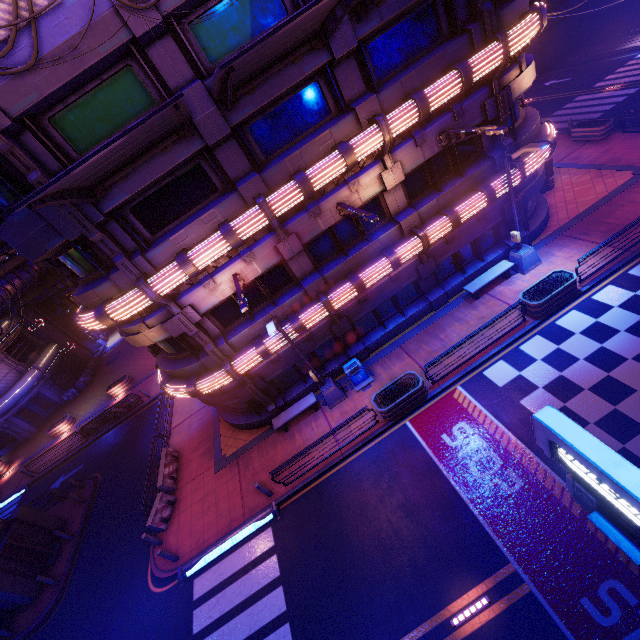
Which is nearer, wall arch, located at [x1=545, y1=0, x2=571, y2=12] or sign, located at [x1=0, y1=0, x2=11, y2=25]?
sign, located at [x1=0, y1=0, x2=11, y2=25]

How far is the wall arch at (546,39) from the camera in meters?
33.1 m

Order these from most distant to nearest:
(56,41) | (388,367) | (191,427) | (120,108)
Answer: (191,427), (388,367), (120,108), (56,41)

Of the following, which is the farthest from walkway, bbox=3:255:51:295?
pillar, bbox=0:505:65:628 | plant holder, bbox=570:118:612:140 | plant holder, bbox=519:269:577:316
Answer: plant holder, bbox=570:118:612:140

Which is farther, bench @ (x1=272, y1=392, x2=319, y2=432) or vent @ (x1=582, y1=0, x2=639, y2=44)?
vent @ (x1=582, y1=0, x2=639, y2=44)

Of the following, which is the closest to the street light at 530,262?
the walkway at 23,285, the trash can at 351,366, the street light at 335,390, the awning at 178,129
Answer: the trash can at 351,366

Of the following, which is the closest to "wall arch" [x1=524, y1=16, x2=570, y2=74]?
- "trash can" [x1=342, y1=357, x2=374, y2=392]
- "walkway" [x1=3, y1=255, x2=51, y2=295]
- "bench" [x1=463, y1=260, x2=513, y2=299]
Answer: "bench" [x1=463, y1=260, x2=513, y2=299]

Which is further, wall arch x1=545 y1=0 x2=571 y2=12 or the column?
the column
